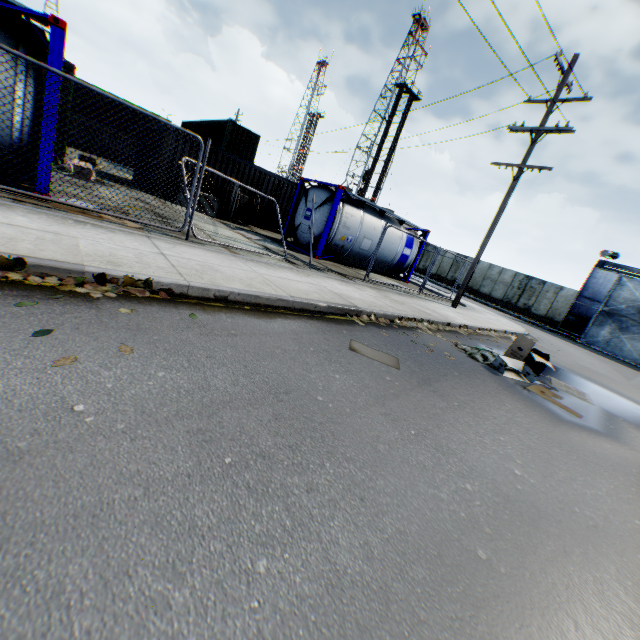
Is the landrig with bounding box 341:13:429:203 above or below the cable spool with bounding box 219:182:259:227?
above

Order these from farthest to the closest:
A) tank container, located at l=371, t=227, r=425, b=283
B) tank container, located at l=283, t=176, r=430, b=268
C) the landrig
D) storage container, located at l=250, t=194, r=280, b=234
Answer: the landrig < storage container, located at l=250, t=194, r=280, b=234 < tank container, located at l=371, t=227, r=425, b=283 < tank container, located at l=283, t=176, r=430, b=268

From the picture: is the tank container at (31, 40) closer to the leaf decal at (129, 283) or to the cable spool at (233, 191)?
the leaf decal at (129, 283)

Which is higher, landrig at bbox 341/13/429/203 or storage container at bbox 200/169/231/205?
landrig at bbox 341/13/429/203

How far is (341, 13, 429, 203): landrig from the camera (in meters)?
50.31

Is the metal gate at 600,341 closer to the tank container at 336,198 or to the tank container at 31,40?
the tank container at 336,198

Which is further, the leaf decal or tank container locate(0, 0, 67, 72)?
tank container locate(0, 0, 67, 72)

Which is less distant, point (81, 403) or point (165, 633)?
point (165, 633)
